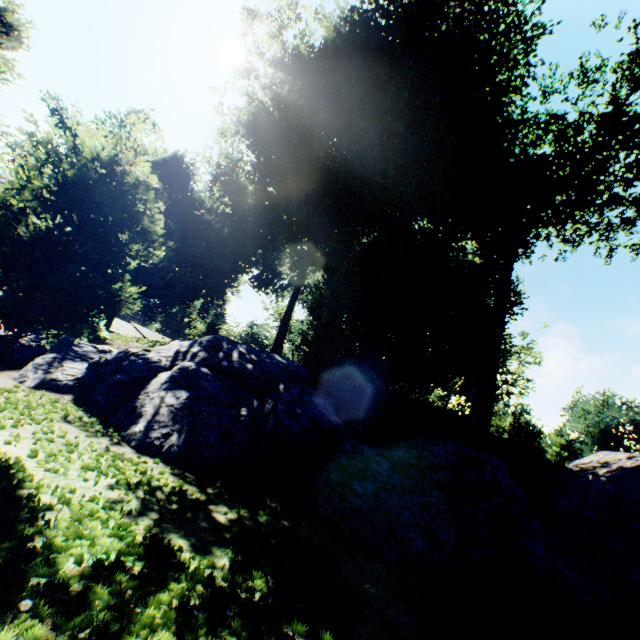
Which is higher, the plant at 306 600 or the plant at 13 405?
the plant at 13 405

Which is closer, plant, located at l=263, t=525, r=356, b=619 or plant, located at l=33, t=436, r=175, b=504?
plant, located at l=263, t=525, r=356, b=619

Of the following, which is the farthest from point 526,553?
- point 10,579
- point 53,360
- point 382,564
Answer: point 53,360

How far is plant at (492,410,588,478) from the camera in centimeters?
1002cm

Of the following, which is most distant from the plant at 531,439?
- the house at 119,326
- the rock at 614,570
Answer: the house at 119,326

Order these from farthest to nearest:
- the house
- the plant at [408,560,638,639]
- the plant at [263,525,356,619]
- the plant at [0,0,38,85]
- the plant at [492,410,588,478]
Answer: the house, the plant at [0,0,38,85], the plant at [492,410,588,478], the plant at [408,560,638,639], the plant at [263,525,356,619]

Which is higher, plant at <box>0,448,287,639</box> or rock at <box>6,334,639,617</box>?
rock at <box>6,334,639,617</box>
